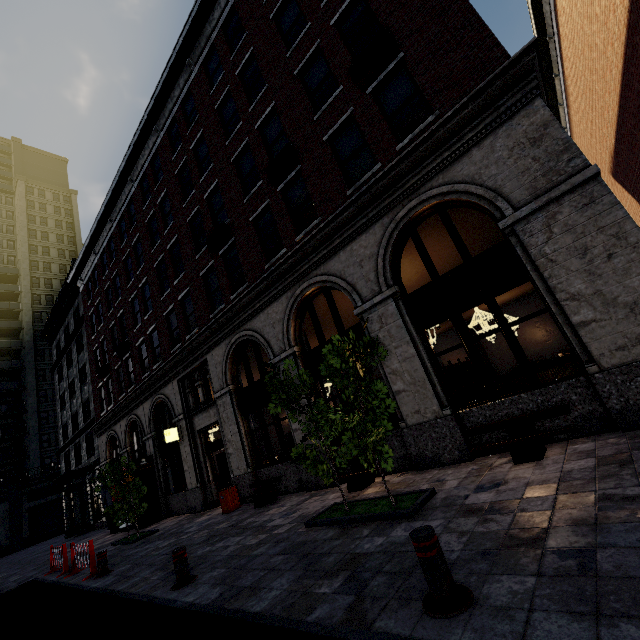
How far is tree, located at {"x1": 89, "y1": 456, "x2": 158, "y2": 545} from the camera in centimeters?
1258cm

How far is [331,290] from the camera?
13.6m

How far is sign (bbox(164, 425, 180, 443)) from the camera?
14.7m

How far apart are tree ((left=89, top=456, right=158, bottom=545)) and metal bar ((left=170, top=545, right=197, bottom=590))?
8.5 meters

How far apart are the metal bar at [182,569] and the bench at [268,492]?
4.2m

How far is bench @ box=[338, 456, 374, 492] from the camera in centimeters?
784cm

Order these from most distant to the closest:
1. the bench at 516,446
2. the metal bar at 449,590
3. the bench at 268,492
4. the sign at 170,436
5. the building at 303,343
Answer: Answer: the sign at 170,436 → the bench at 268,492 → the building at 303,343 → the bench at 516,446 → the metal bar at 449,590

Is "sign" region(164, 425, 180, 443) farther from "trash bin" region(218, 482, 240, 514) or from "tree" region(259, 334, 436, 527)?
"tree" region(259, 334, 436, 527)
